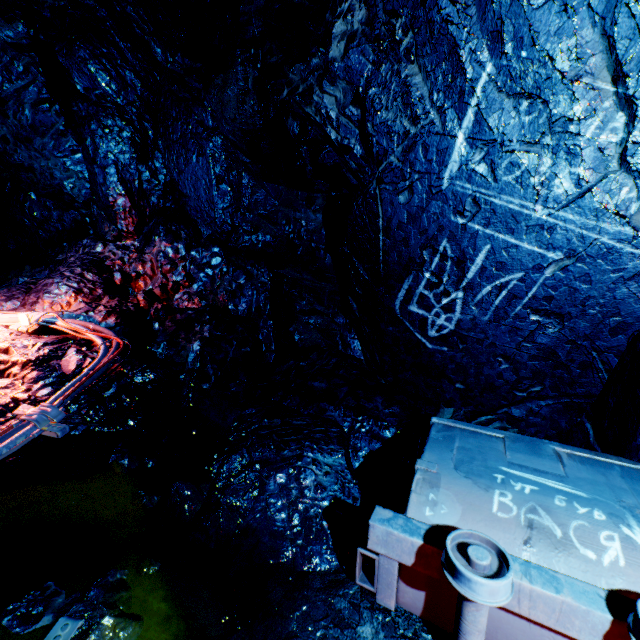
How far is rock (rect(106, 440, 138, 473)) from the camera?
2.54m

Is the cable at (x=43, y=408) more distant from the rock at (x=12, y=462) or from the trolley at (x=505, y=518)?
the trolley at (x=505, y=518)

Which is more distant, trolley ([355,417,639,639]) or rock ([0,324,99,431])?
rock ([0,324,99,431])

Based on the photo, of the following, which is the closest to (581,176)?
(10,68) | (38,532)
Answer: (38,532)

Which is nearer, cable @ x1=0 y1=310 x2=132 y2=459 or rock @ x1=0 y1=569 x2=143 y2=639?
rock @ x1=0 y1=569 x2=143 y2=639

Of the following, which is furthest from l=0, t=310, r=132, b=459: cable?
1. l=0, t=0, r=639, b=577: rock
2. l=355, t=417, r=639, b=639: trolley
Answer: l=355, t=417, r=639, b=639: trolley
